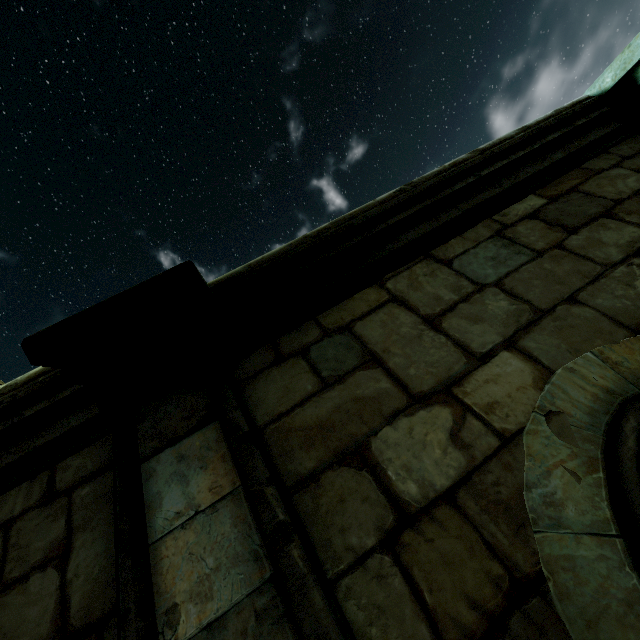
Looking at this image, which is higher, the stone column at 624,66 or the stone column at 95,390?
the stone column at 624,66

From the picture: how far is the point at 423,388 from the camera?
1.34m

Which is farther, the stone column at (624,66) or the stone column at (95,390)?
the stone column at (624,66)

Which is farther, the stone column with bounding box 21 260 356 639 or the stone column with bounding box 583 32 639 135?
the stone column with bounding box 583 32 639 135

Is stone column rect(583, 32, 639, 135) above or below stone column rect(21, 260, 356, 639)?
above
